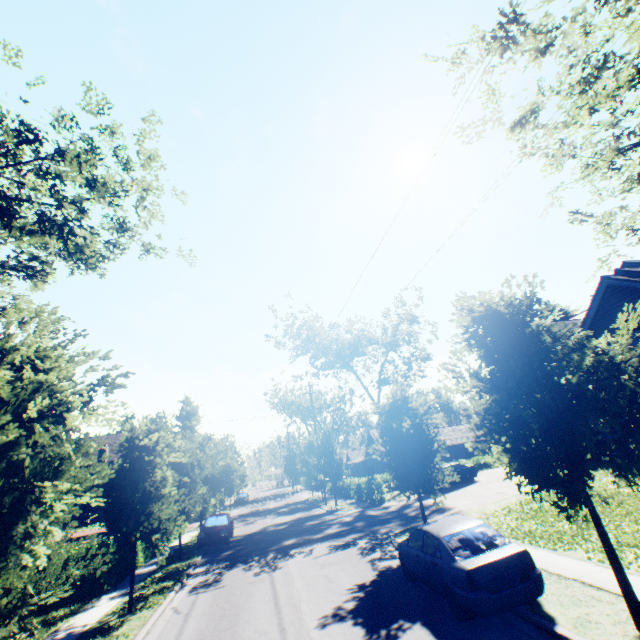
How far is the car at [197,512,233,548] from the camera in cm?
1930

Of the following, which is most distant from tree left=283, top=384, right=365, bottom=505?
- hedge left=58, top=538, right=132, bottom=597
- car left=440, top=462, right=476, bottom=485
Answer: car left=440, top=462, right=476, bottom=485

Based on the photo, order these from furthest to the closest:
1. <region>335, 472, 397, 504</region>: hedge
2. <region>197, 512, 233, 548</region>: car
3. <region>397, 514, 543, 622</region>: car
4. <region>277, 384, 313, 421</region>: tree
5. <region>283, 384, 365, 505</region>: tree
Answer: <region>277, 384, 313, 421</region>: tree < <region>283, 384, 365, 505</region>: tree < <region>335, 472, 397, 504</region>: hedge < <region>197, 512, 233, 548</region>: car < <region>397, 514, 543, 622</region>: car

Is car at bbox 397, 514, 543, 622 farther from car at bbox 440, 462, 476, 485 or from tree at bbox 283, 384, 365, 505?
car at bbox 440, 462, 476, 485

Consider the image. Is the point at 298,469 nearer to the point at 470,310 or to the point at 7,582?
the point at 470,310

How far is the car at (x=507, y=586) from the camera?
6.70m

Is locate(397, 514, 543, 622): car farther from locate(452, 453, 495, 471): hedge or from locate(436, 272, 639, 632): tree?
locate(452, 453, 495, 471): hedge

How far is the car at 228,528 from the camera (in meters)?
19.30
